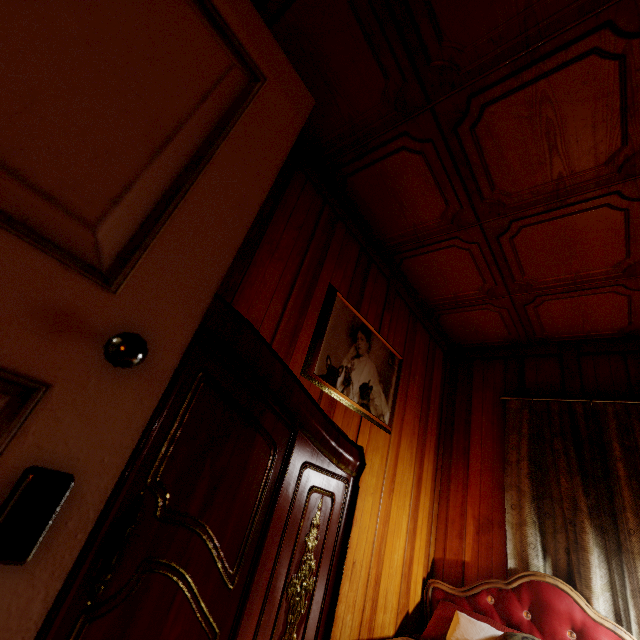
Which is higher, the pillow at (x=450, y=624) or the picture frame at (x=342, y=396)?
the picture frame at (x=342, y=396)

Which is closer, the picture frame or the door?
the door

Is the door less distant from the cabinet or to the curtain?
the cabinet

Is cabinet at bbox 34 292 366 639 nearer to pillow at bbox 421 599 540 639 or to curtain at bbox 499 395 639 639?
pillow at bbox 421 599 540 639

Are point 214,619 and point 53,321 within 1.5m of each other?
yes

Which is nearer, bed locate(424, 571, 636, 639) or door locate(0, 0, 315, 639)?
door locate(0, 0, 315, 639)

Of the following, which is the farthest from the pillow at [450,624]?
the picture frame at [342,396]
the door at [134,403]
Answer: the door at [134,403]

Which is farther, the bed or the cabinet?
the bed
